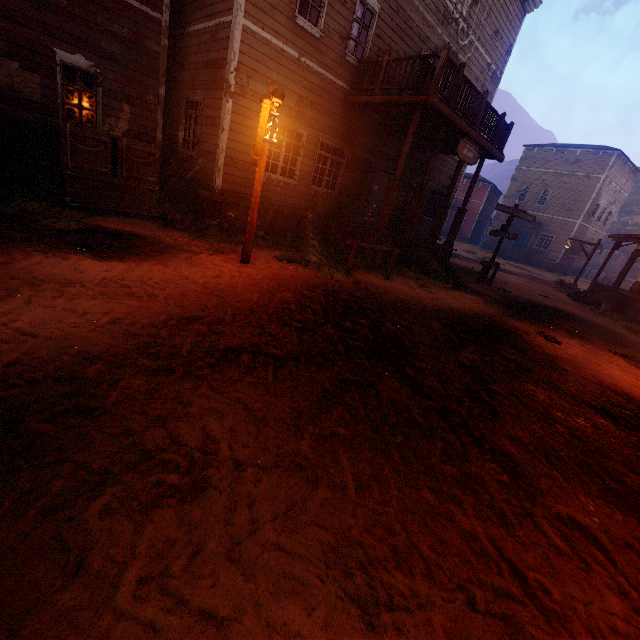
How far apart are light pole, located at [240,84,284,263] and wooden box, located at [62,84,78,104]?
6.1 meters

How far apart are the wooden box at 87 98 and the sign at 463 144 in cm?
1060

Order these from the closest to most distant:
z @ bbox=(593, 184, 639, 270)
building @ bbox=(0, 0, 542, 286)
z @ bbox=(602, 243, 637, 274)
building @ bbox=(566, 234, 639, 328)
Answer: A: building @ bbox=(0, 0, 542, 286), building @ bbox=(566, 234, 639, 328), z @ bbox=(602, 243, 637, 274), z @ bbox=(593, 184, 639, 270)

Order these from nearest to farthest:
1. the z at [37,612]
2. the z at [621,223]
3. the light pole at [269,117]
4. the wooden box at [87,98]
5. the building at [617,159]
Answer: the z at [37,612] < the light pole at [269,117] < the wooden box at [87,98] < the building at [617,159] < the z at [621,223]

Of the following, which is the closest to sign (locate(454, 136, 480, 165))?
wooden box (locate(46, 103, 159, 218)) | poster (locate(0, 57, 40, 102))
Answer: wooden box (locate(46, 103, 159, 218))

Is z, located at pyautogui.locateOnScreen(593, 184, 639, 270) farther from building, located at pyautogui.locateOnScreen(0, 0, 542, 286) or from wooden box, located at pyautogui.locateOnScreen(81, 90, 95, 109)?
wooden box, located at pyautogui.locateOnScreen(81, 90, 95, 109)

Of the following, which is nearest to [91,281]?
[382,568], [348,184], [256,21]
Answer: [382,568]

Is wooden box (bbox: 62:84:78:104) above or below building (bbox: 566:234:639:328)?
above
